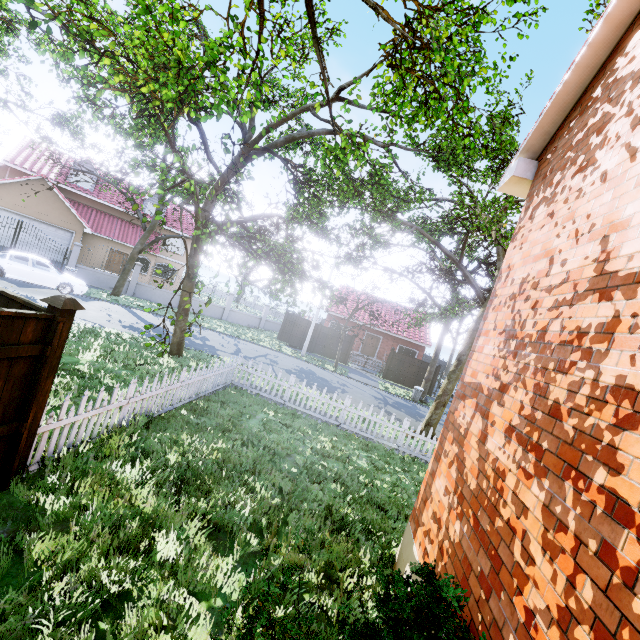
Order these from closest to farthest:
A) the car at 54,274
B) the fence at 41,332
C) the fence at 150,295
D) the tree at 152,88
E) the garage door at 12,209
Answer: the fence at 41,332, the tree at 152,88, the car at 54,274, the garage door at 12,209, the fence at 150,295

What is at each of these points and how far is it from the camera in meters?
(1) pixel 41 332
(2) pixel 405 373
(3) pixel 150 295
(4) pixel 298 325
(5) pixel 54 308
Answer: (1) fence, 3.9
(2) fence, 25.4
(3) fence, 24.3
(4) fence, 26.6
(5) fence post, 4.0

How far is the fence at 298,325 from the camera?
26.55m

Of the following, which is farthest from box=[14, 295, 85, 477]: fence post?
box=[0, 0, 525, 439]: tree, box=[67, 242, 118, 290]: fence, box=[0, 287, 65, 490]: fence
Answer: box=[67, 242, 118, 290]: fence

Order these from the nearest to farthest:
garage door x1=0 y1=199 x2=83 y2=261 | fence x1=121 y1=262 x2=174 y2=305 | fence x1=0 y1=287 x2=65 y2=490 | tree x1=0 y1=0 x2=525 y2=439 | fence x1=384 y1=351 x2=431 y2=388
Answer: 1. fence x1=0 y1=287 x2=65 y2=490
2. tree x1=0 y1=0 x2=525 y2=439
3. garage door x1=0 y1=199 x2=83 y2=261
4. fence x1=121 y1=262 x2=174 y2=305
5. fence x1=384 y1=351 x2=431 y2=388

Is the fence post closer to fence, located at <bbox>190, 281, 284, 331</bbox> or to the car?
the car

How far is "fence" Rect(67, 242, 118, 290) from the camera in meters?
21.1 m
